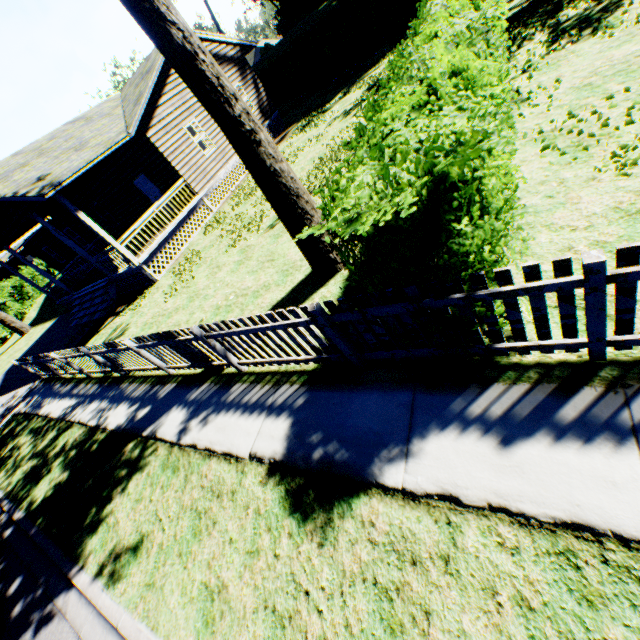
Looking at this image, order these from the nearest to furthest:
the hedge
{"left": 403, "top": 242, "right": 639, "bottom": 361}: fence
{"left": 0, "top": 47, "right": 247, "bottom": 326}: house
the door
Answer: {"left": 403, "top": 242, "right": 639, "bottom": 361}: fence → {"left": 0, "top": 47, "right": 247, "bottom": 326}: house → the door → the hedge

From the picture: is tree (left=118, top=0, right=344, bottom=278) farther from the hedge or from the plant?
the hedge

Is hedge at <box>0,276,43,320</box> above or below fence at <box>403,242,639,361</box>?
above

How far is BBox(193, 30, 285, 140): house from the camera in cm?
1750

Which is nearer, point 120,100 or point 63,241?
point 63,241

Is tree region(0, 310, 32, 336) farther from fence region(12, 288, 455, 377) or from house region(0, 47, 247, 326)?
fence region(12, 288, 455, 377)

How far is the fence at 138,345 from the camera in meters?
3.6

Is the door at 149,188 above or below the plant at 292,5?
below
